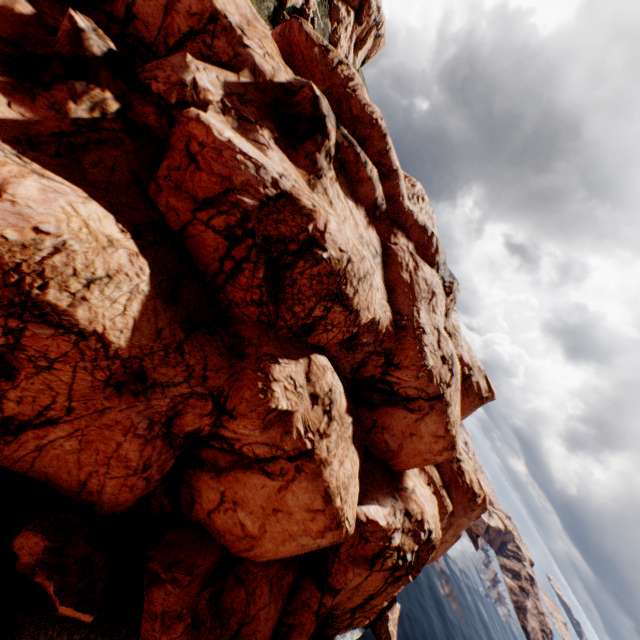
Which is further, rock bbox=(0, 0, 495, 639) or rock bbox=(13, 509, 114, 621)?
rock bbox=(13, 509, 114, 621)

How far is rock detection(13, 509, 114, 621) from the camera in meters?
15.9 m

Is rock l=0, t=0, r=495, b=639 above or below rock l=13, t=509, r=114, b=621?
above

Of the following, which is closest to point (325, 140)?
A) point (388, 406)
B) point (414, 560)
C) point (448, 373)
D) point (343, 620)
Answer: point (448, 373)

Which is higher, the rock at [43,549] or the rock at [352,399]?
the rock at [352,399]

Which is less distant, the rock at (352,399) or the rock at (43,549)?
the rock at (352,399)
